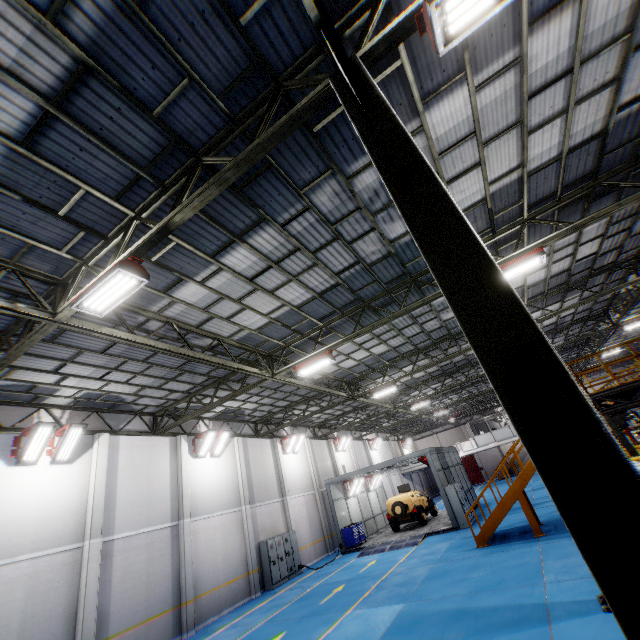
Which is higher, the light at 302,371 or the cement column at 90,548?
the light at 302,371

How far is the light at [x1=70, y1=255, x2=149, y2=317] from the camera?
5.9m

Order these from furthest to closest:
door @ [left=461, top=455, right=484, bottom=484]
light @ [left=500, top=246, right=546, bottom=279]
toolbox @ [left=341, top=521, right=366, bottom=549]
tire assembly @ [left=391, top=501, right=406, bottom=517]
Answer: door @ [left=461, top=455, right=484, bottom=484], tire assembly @ [left=391, top=501, right=406, bottom=517], toolbox @ [left=341, top=521, right=366, bottom=549], light @ [left=500, top=246, right=546, bottom=279]

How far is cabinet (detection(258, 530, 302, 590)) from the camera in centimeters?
1719cm

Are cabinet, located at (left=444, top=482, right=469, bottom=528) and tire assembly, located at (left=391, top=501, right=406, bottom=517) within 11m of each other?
yes

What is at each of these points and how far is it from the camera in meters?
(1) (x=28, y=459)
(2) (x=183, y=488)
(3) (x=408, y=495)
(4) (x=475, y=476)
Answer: (1) light, 11.3
(2) cement column, 15.6
(3) car, 22.5
(4) door, 46.6

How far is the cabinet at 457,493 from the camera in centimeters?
1841cm

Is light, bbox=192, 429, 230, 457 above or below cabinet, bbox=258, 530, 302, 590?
above
